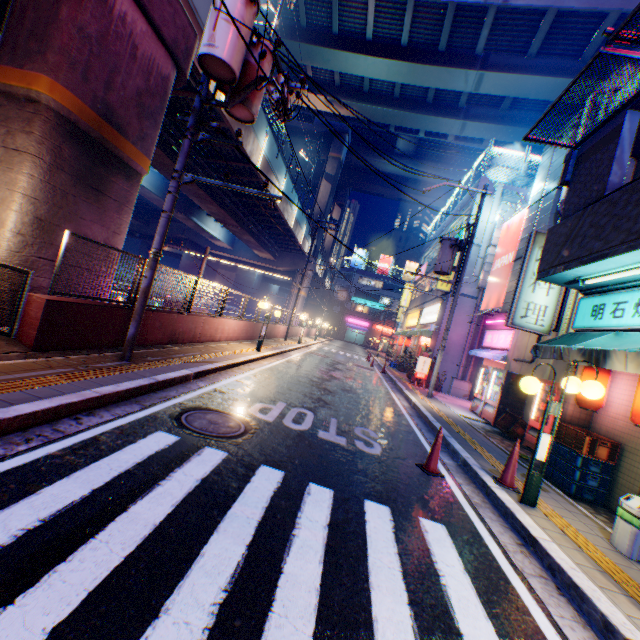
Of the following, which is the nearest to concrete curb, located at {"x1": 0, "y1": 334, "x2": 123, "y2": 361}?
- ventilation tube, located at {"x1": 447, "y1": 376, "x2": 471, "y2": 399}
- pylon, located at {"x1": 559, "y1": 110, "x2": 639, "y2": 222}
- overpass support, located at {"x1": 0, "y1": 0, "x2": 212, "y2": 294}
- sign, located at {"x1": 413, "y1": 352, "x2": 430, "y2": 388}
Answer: overpass support, located at {"x1": 0, "y1": 0, "x2": 212, "y2": 294}

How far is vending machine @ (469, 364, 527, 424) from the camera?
11.50m

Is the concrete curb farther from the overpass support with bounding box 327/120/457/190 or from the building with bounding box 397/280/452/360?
the building with bounding box 397/280/452/360

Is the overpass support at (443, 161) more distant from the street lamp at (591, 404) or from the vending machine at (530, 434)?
the vending machine at (530, 434)

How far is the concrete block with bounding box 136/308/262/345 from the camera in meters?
8.6

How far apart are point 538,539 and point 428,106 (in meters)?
34.90

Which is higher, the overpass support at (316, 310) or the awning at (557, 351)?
the overpass support at (316, 310)

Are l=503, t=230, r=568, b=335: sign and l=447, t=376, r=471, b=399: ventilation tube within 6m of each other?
no
